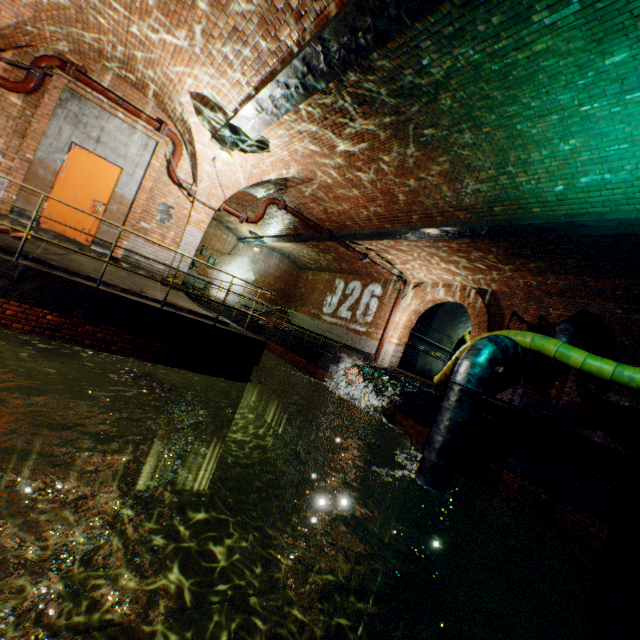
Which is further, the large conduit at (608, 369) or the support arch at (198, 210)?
the support arch at (198, 210)

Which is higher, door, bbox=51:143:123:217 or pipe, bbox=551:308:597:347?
pipe, bbox=551:308:597:347

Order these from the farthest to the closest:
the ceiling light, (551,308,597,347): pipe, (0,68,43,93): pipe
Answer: (551,308,597,347): pipe < the ceiling light < (0,68,43,93): pipe

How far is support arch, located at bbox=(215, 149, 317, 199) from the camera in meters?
8.6

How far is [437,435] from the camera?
6.1 meters

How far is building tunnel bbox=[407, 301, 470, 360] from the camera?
15.74m

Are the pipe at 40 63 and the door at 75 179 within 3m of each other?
yes

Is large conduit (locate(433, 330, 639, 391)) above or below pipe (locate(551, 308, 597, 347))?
below
